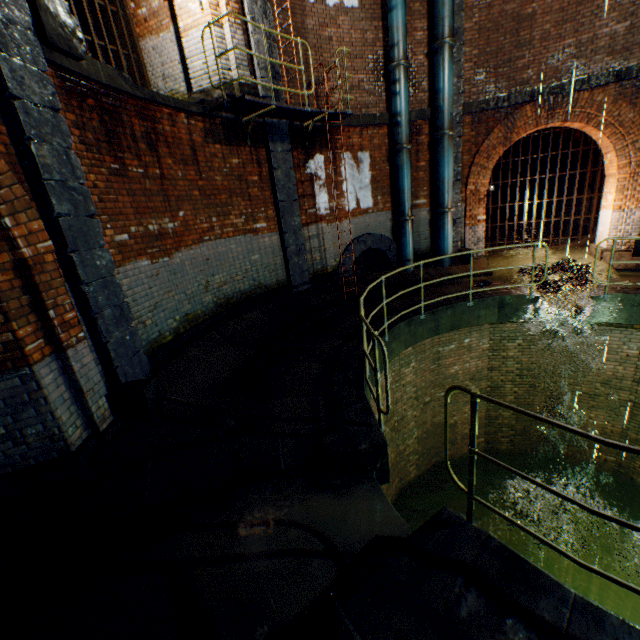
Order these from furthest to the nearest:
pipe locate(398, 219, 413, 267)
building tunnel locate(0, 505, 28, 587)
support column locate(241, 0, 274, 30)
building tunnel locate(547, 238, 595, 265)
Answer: building tunnel locate(547, 238, 595, 265) → pipe locate(398, 219, 413, 267) → support column locate(241, 0, 274, 30) → building tunnel locate(0, 505, 28, 587)

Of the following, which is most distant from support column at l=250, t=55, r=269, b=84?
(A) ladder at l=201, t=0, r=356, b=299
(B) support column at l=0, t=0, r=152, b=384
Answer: (B) support column at l=0, t=0, r=152, b=384

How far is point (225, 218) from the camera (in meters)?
7.21

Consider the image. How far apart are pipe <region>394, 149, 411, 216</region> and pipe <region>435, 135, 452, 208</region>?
0.8 meters

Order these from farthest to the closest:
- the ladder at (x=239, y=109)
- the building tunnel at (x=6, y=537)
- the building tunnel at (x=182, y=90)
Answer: the building tunnel at (x=182, y=90) < the ladder at (x=239, y=109) < the building tunnel at (x=6, y=537)

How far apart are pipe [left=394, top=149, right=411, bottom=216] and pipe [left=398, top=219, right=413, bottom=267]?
0.1m

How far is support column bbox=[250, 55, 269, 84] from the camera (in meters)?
7.26

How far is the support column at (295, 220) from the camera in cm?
785
